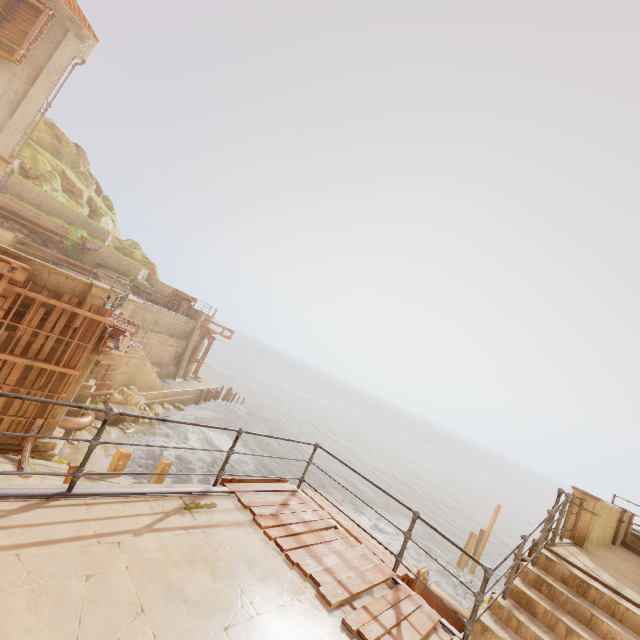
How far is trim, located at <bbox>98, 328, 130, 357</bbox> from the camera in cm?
1072

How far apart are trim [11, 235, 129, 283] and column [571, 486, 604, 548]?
28.13m

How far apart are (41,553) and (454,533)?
39.1m

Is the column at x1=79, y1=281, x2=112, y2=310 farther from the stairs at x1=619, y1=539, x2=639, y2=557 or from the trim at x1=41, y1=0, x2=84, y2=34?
the stairs at x1=619, y1=539, x2=639, y2=557

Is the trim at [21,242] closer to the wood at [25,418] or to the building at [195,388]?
the building at [195,388]

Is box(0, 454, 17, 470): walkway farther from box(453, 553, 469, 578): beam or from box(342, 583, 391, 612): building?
box(453, 553, 469, 578): beam

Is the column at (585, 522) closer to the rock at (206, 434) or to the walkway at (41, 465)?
the walkway at (41, 465)

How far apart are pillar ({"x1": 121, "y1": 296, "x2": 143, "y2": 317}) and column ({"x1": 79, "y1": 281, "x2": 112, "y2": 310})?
10.9m
